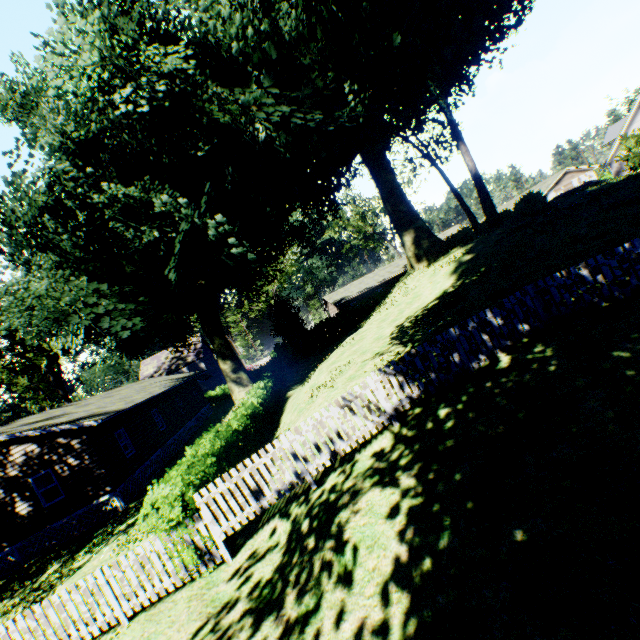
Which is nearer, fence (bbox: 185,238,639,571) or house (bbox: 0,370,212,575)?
fence (bbox: 185,238,639,571)

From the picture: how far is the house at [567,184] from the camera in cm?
5391

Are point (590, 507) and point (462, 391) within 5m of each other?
yes

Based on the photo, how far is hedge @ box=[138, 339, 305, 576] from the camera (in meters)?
7.23

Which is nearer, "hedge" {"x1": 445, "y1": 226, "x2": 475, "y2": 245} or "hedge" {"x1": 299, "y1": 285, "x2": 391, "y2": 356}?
"hedge" {"x1": 445, "y1": 226, "x2": 475, "y2": 245}

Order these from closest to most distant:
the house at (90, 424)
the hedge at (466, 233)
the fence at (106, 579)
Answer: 1. the fence at (106, 579)
2. the house at (90, 424)
3. the hedge at (466, 233)

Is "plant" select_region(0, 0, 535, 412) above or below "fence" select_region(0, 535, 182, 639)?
above
